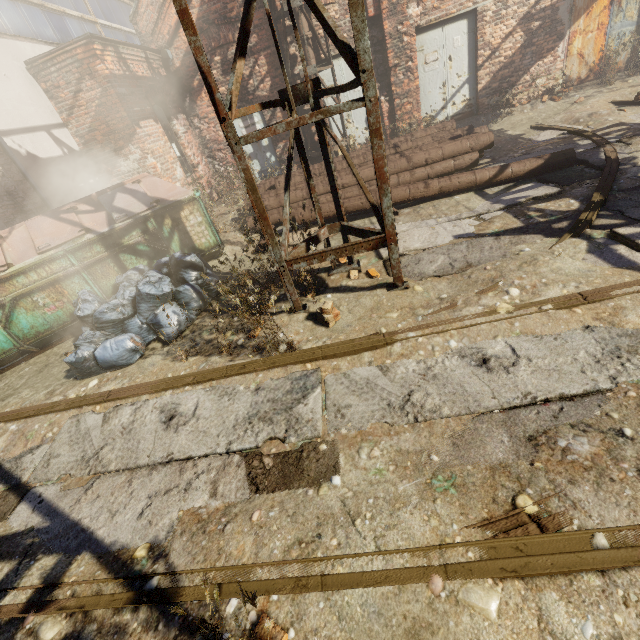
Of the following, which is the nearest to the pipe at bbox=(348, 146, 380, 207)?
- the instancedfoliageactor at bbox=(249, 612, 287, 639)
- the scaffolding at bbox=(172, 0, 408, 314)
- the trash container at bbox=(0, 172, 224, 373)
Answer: the trash container at bbox=(0, 172, 224, 373)

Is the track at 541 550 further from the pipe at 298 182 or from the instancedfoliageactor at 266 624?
the pipe at 298 182

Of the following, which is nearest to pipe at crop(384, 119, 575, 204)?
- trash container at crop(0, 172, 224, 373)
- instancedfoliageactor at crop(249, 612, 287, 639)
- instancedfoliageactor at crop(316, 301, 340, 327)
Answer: trash container at crop(0, 172, 224, 373)

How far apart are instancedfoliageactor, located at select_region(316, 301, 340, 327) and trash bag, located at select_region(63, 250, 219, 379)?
1.95m

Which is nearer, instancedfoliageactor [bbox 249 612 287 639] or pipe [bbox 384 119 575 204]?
instancedfoliageactor [bbox 249 612 287 639]

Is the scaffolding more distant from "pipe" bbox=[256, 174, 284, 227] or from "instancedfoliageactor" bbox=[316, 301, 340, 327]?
"pipe" bbox=[256, 174, 284, 227]

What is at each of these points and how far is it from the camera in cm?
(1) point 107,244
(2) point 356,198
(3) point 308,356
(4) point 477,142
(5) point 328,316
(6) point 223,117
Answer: (1) trash container, 513
(2) pipe, 610
(3) track, 329
(4) pipe, 636
(5) instancedfoliageactor, 368
(6) scaffolding, 284

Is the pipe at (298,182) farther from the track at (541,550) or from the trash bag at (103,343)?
the track at (541,550)
